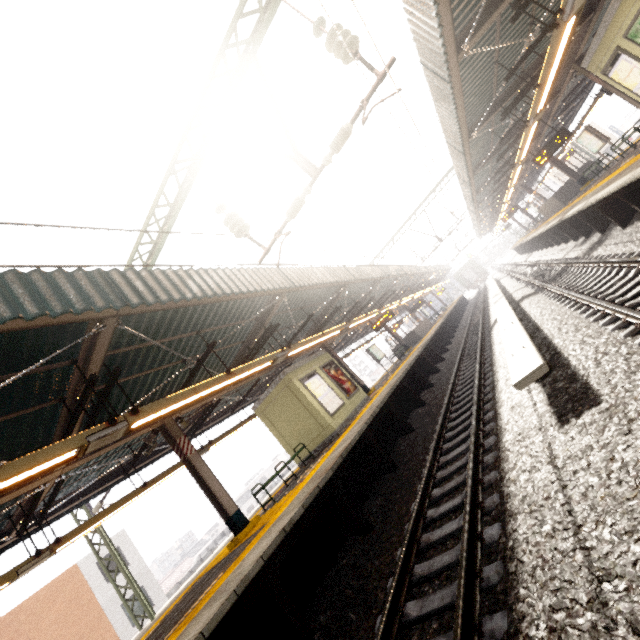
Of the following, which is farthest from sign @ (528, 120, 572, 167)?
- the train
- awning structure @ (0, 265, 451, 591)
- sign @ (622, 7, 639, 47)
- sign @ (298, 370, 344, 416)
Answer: the train

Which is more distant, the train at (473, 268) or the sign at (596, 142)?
the train at (473, 268)

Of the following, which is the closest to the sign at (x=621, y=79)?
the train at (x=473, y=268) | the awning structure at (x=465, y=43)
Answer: the awning structure at (x=465, y=43)

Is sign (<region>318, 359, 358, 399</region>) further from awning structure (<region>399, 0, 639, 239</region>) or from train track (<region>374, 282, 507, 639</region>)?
awning structure (<region>399, 0, 639, 239</region>)

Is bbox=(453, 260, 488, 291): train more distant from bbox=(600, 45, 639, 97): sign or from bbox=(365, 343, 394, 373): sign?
bbox=(600, 45, 639, 97): sign

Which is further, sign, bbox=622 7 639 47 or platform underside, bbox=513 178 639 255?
platform underside, bbox=513 178 639 255

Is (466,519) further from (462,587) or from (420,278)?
(420,278)

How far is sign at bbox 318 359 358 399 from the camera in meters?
13.1 m
